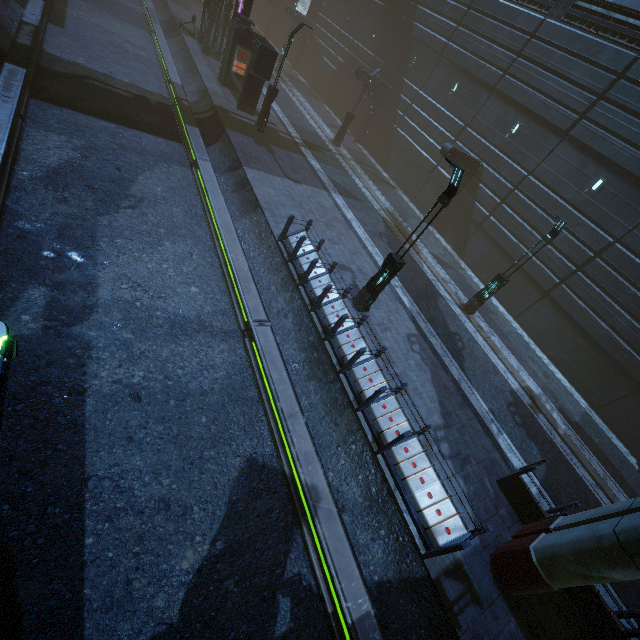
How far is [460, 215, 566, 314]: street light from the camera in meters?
13.3

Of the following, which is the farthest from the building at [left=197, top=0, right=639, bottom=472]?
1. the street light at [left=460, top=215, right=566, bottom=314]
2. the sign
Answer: the street light at [left=460, top=215, right=566, bottom=314]

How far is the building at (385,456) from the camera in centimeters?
726cm

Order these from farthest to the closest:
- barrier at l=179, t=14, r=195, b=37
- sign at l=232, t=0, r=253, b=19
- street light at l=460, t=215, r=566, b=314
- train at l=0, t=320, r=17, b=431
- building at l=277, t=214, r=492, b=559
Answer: barrier at l=179, t=14, r=195, b=37 < sign at l=232, t=0, r=253, b=19 < street light at l=460, t=215, r=566, b=314 < building at l=277, t=214, r=492, b=559 < train at l=0, t=320, r=17, b=431

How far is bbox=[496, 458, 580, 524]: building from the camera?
8.74m

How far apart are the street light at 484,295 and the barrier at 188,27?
30.6 meters

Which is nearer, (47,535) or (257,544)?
(47,535)

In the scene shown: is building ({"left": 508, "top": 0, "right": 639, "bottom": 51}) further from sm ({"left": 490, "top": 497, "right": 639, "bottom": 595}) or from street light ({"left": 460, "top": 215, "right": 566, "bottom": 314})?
street light ({"left": 460, "top": 215, "right": 566, "bottom": 314})
